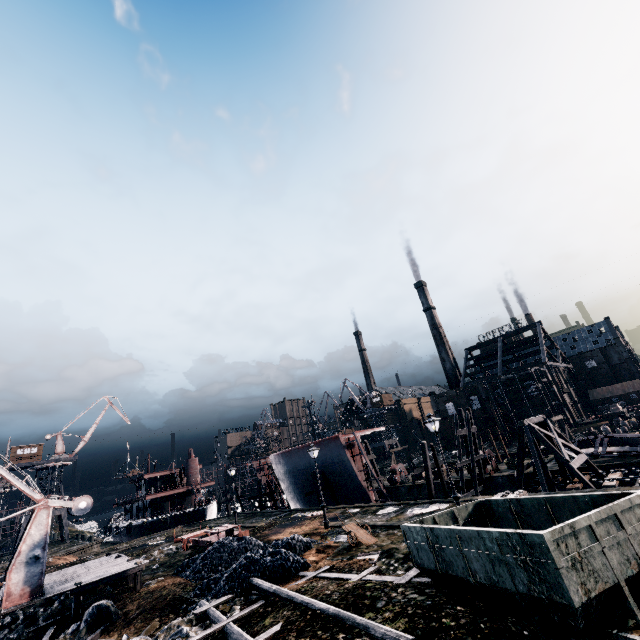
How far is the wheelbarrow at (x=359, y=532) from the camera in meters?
17.7

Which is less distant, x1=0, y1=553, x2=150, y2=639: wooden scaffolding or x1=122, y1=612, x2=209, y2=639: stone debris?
x1=122, y1=612, x2=209, y2=639: stone debris

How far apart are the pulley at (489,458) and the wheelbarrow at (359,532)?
22.4m

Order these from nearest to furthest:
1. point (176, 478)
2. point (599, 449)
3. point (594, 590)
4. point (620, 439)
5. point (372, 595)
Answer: point (594, 590), point (372, 595), point (620, 439), point (599, 449), point (176, 478)

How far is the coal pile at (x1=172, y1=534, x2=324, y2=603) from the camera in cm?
1465

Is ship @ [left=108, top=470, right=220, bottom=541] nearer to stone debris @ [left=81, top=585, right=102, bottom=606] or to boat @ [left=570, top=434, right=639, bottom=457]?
stone debris @ [left=81, top=585, right=102, bottom=606]

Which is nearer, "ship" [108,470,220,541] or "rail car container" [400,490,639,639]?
"rail car container" [400,490,639,639]

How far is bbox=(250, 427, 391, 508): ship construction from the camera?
33.81m
